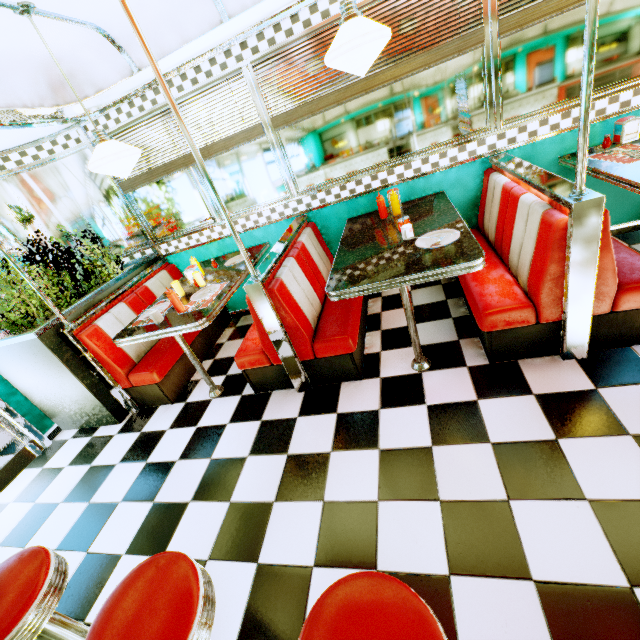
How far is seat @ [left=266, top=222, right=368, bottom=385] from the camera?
2.5m

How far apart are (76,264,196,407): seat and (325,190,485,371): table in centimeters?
199cm

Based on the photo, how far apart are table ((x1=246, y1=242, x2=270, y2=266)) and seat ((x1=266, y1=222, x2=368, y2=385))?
0.6 meters

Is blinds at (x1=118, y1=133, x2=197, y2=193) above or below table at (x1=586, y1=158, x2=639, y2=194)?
above

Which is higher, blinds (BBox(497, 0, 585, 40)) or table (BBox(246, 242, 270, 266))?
blinds (BBox(497, 0, 585, 40))

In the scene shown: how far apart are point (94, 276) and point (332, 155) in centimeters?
309cm

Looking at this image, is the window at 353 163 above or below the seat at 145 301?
above

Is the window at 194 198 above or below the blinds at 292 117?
below
